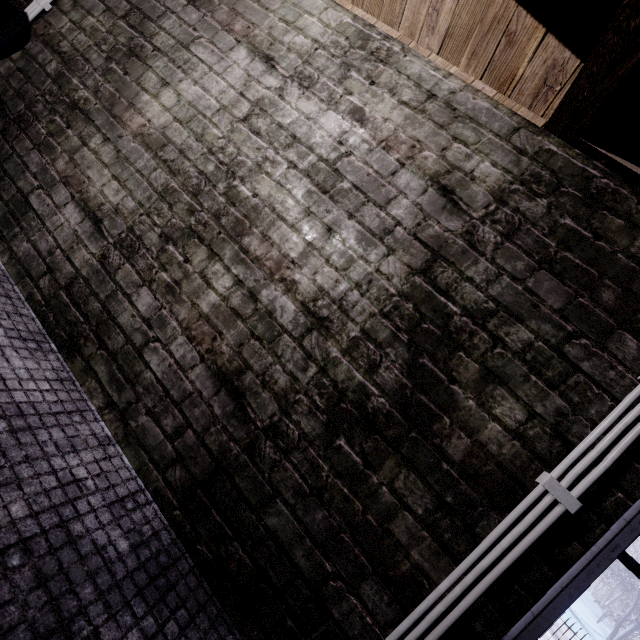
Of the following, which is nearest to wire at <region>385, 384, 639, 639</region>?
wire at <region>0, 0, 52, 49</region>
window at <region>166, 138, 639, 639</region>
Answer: window at <region>166, 138, 639, 639</region>

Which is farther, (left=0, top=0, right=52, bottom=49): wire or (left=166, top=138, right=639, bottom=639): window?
(left=0, top=0, right=52, bottom=49): wire

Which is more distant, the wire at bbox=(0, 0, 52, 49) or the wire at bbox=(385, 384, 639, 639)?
the wire at bbox=(0, 0, 52, 49)

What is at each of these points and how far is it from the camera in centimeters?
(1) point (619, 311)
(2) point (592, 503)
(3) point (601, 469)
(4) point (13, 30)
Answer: (1) window, 104cm
(2) window, 94cm
(3) wire, 92cm
(4) wire, 182cm

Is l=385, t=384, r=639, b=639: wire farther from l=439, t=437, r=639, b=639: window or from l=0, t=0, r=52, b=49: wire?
l=0, t=0, r=52, b=49: wire

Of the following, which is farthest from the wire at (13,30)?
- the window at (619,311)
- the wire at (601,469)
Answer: the wire at (601,469)
